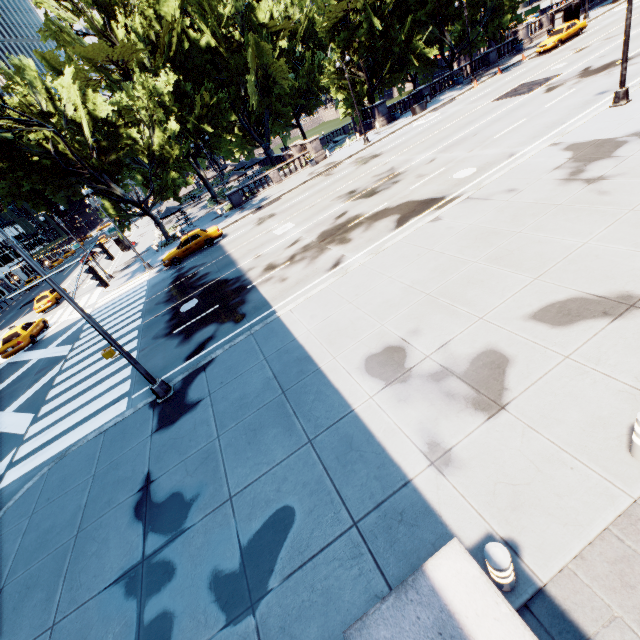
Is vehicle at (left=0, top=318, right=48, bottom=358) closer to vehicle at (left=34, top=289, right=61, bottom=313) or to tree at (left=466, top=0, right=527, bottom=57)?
vehicle at (left=34, top=289, right=61, bottom=313)

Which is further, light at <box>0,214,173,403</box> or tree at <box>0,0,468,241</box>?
tree at <box>0,0,468,241</box>

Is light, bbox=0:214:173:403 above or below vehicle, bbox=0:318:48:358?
below

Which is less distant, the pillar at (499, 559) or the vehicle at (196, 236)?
the pillar at (499, 559)

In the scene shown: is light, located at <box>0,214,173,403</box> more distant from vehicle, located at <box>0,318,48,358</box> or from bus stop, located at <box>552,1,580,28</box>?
bus stop, located at <box>552,1,580,28</box>

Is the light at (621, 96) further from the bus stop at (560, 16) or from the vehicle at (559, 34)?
the bus stop at (560, 16)

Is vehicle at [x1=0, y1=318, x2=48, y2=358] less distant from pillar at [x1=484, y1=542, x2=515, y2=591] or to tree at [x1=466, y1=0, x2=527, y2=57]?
tree at [x1=466, y1=0, x2=527, y2=57]

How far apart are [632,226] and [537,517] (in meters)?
8.00
